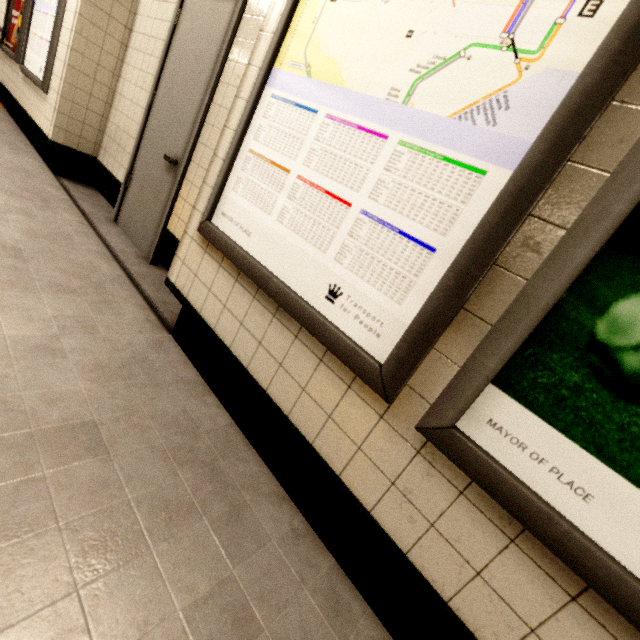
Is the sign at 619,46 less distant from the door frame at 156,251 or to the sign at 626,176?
the sign at 626,176

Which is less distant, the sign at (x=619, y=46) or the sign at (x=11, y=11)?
the sign at (x=619, y=46)

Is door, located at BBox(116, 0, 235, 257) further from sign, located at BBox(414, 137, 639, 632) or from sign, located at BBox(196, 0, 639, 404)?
sign, located at BBox(414, 137, 639, 632)

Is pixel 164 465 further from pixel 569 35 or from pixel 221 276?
pixel 569 35

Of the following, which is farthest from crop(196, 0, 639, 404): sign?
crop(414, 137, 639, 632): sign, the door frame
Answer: the door frame

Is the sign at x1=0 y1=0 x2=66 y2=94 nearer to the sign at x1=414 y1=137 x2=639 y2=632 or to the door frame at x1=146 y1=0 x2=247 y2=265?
the door frame at x1=146 y1=0 x2=247 y2=265

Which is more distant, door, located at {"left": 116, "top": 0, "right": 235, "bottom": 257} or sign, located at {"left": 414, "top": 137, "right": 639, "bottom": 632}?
door, located at {"left": 116, "top": 0, "right": 235, "bottom": 257}

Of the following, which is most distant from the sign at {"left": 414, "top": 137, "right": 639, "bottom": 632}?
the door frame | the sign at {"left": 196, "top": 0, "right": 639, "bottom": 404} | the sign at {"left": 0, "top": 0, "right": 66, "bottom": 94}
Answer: the sign at {"left": 0, "top": 0, "right": 66, "bottom": 94}
